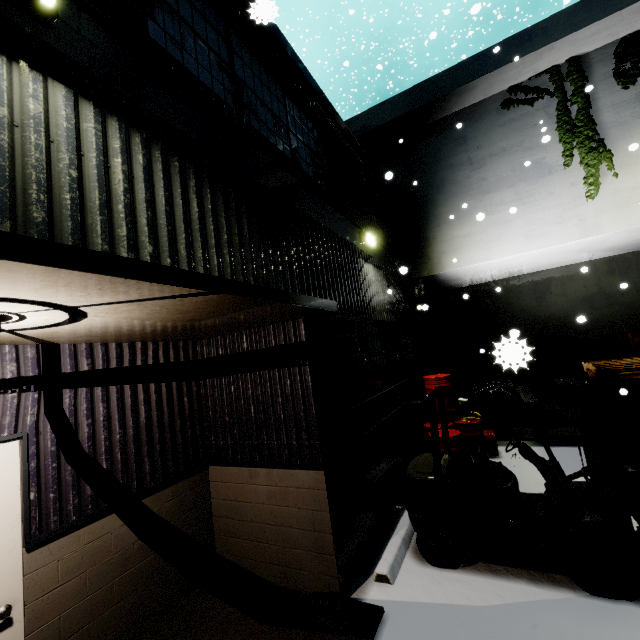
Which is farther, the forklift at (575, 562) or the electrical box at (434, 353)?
the electrical box at (434, 353)

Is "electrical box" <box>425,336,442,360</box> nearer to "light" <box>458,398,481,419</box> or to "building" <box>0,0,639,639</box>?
"building" <box>0,0,639,639</box>

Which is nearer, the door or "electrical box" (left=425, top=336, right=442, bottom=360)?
the door

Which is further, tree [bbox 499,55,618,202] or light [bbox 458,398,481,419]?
tree [bbox 499,55,618,202]

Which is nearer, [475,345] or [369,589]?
[369,589]

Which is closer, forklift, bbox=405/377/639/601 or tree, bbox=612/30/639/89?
forklift, bbox=405/377/639/601

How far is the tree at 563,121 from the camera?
8.40m

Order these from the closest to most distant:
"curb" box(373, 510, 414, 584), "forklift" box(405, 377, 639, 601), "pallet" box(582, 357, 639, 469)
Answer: "forklift" box(405, 377, 639, 601)
"curb" box(373, 510, 414, 584)
"pallet" box(582, 357, 639, 469)
